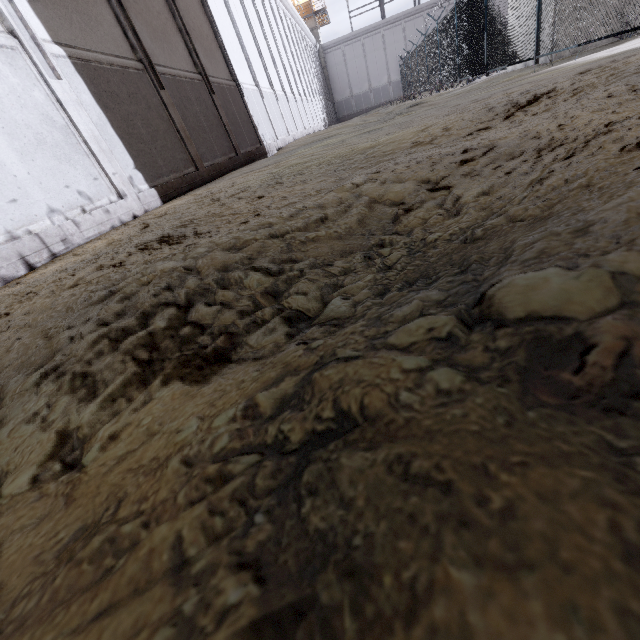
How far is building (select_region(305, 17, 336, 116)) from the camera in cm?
3884

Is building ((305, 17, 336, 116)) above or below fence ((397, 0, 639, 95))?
above

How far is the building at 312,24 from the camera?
38.8m

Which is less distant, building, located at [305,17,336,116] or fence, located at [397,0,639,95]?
fence, located at [397,0,639,95]

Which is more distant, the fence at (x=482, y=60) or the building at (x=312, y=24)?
the building at (x=312, y=24)

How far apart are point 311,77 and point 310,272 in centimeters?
3358cm
